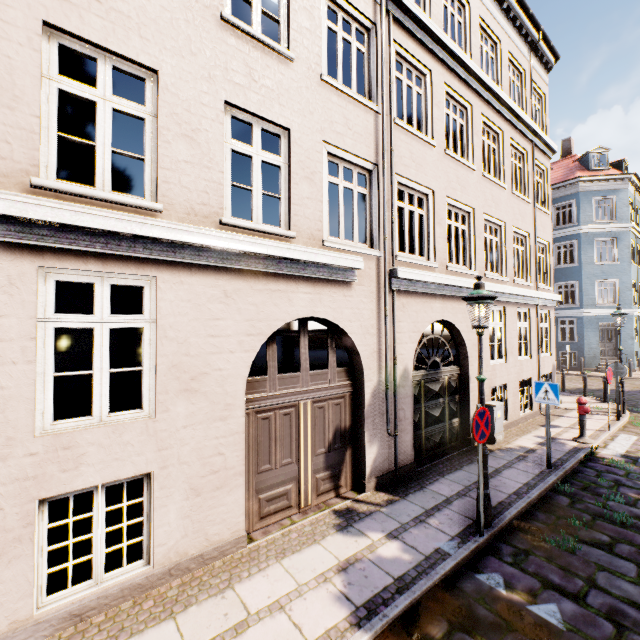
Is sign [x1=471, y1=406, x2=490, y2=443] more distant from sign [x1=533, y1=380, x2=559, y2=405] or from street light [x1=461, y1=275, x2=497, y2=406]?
sign [x1=533, y1=380, x2=559, y2=405]

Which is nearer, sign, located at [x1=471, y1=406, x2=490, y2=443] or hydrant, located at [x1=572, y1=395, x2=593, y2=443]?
sign, located at [x1=471, y1=406, x2=490, y2=443]

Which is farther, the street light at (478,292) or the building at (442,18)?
the street light at (478,292)

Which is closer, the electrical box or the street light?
the street light

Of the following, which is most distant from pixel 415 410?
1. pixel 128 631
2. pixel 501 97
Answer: pixel 501 97

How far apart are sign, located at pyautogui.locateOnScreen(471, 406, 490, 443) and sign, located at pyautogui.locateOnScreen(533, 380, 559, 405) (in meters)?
3.25

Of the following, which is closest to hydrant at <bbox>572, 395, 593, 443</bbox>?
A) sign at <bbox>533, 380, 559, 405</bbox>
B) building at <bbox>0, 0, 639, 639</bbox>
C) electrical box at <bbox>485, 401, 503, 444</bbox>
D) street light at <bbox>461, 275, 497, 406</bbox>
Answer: electrical box at <bbox>485, 401, 503, 444</bbox>

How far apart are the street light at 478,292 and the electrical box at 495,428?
4.01m
